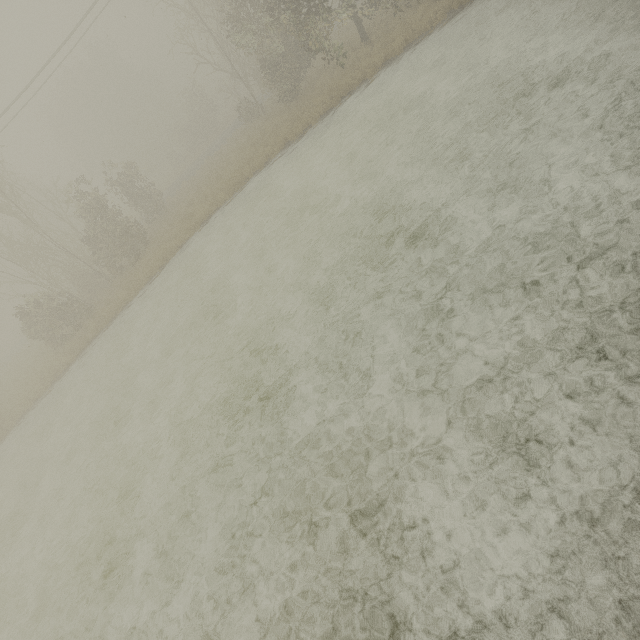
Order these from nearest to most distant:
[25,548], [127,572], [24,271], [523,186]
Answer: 1. [523,186]
2. [127,572]
3. [25,548]
4. [24,271]
